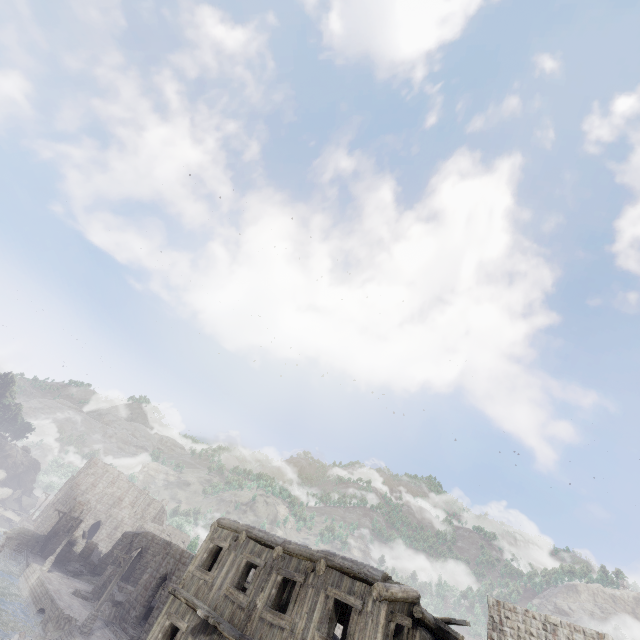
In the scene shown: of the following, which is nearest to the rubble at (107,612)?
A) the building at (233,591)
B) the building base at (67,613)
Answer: the building base at (67,613)

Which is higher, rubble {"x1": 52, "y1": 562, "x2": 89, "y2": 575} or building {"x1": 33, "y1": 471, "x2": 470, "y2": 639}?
building {"x1": 33, "y1": 471, "x2": 470, "y2": 639}

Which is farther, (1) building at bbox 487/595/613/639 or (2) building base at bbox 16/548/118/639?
(2) building base at bbox 16/548/118/639

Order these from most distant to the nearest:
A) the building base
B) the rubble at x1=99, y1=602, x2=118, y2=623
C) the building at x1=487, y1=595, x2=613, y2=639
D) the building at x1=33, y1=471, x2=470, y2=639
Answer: the rubble at x1=99, y1=602, x2=118, y2=623 < the building base < the building at x1=487, y1=595, x2=613, y2=639 < the building at x1=33, y1=471, x2=470, y2=639

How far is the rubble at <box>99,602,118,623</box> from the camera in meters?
28.2 m

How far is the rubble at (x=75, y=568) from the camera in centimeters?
3919cm

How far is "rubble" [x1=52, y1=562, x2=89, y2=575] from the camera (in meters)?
Result: 39.19

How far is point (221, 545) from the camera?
13.9m
